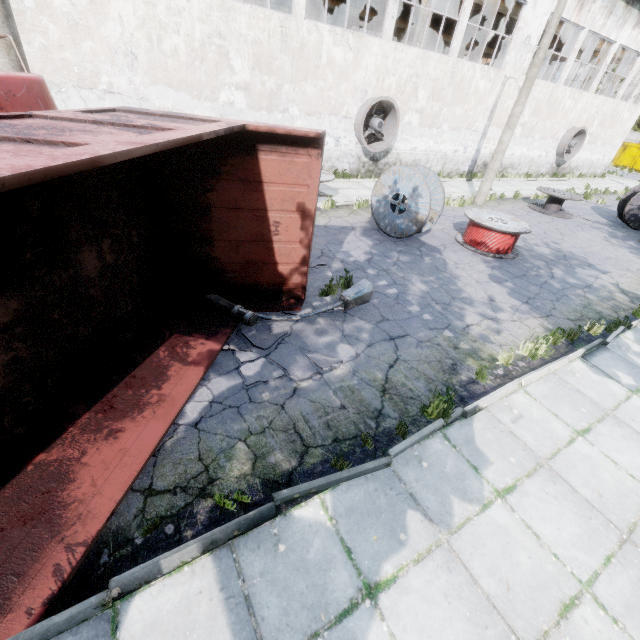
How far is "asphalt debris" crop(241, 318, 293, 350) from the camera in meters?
5.3

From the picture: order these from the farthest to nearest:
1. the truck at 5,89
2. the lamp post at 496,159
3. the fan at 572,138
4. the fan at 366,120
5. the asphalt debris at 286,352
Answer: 1. the fan at 572,138
2. the fan at 366,120
3. the lamp post at 496,159
4. the asphalt debris at 286,352
5. the truck at 5,89

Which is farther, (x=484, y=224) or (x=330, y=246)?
(x=484, y=224)

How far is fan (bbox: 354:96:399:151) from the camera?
14.1m

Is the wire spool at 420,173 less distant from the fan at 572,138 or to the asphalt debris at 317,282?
the asphalt debris at 317,282

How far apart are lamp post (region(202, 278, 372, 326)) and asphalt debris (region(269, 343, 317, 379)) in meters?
0.0

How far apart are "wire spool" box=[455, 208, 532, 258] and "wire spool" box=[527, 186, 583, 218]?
6.3m
